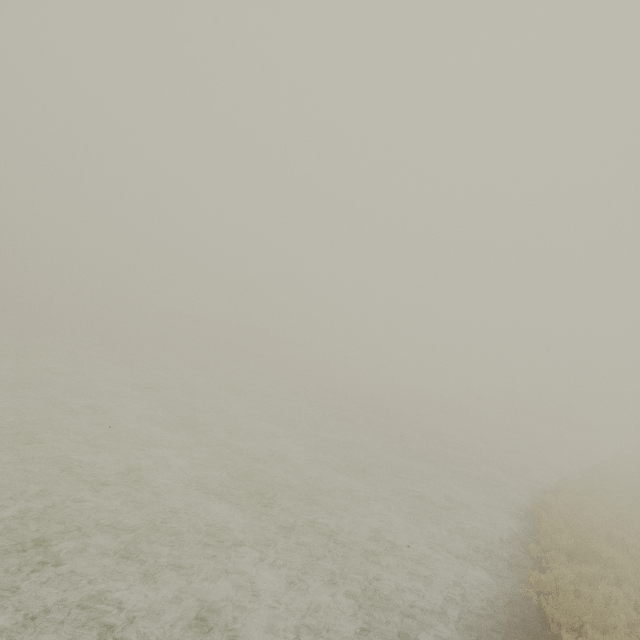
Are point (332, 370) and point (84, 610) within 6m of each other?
no
